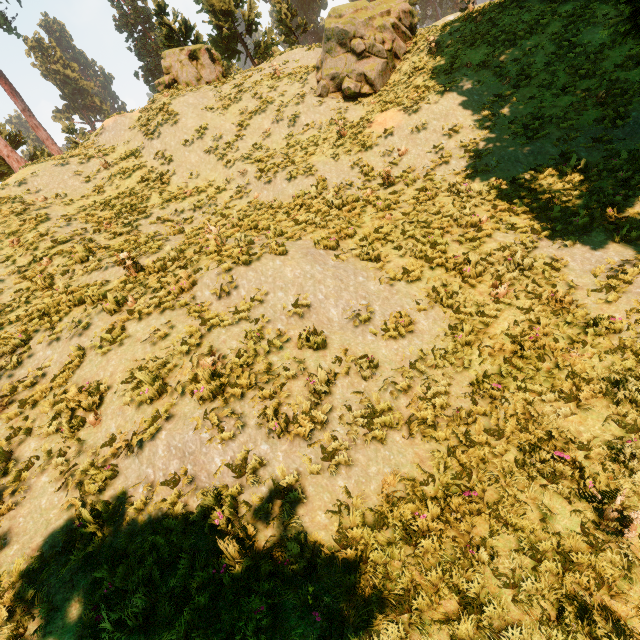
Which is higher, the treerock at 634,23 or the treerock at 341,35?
the treerock at 341,35

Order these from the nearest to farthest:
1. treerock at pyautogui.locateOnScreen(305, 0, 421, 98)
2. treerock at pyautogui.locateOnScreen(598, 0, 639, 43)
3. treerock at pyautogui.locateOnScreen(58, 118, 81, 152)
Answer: treerock at pyautogui.locateOnScreen(598, 0, 639, 43), treerock at pyautogui.locateOnScreen(305, 0, 421, 98), treerock at pyautogui.locateOnScreen(58, 118, 81, 152)

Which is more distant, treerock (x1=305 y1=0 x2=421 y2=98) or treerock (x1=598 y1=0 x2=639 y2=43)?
treerock (x1=305 y1=0 x2=421 y2=98)

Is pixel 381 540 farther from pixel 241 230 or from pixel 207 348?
pixel 241 230

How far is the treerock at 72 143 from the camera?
36.5m

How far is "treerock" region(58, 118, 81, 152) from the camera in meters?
36.5
